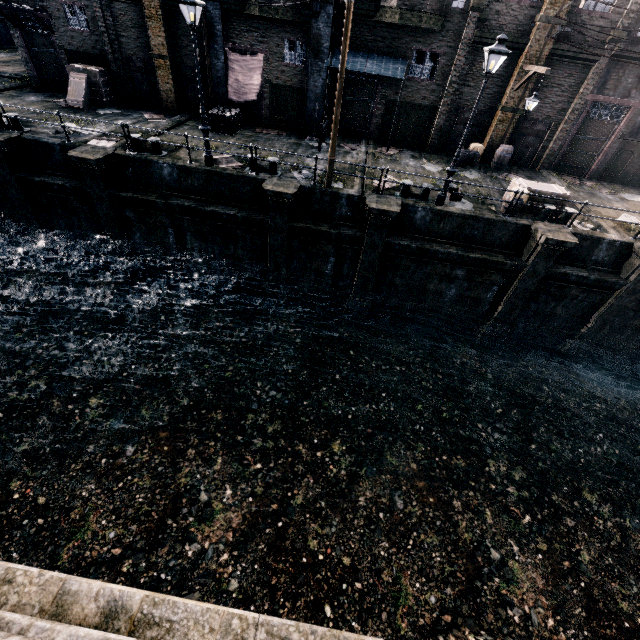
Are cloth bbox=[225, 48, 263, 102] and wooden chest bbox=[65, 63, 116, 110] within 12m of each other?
yes

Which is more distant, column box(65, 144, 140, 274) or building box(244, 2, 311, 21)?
building box(244, 2, 311, 21)

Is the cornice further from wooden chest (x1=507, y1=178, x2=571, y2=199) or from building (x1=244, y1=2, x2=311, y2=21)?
wooden chest (x1=507, y1=178, x2=571, y2=199)

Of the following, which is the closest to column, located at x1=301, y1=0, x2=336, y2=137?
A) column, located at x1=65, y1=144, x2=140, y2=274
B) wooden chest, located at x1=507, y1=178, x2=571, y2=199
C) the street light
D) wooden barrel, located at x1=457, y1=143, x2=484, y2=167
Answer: wooden barrel, located at x1=457, y1=143, x2=484, y2=167

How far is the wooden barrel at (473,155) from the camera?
19.5m

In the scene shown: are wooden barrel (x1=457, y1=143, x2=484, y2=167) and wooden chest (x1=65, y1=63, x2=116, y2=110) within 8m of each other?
no

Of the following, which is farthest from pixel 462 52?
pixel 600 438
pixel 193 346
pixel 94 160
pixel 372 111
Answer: pixel 193 346

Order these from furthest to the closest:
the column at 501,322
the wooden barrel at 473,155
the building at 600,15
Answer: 1. the wooden barrel at 473,155
2. the building at 600,15
3. the column at 501,322
